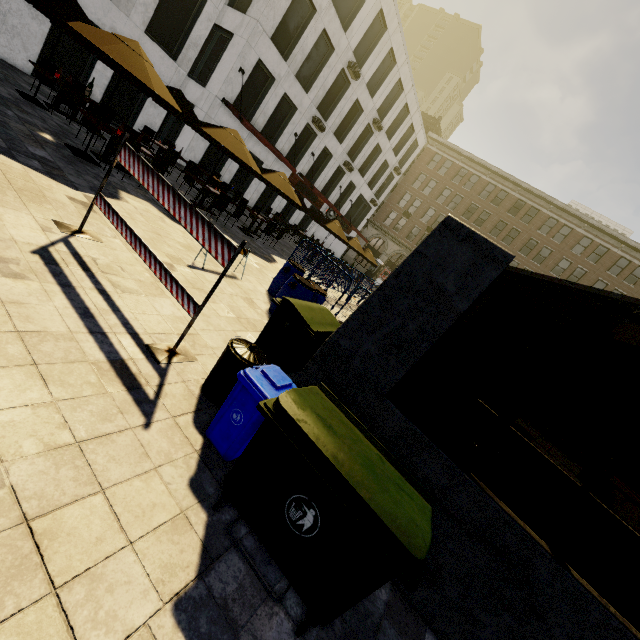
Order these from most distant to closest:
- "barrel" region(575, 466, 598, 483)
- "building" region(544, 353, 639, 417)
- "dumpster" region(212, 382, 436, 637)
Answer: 1. "building" region(544, 353, 639, 417)
2. "barrel" region(575, 466, 598, 483)
3. "dumpster" region(212, 382, 436, 637)

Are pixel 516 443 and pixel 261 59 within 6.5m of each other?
no

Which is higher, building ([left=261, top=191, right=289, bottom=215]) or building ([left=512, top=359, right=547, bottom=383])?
building ([left=512, top=359, right=547, bottom=383])

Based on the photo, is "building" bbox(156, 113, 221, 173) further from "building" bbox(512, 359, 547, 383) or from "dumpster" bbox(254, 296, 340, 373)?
"dumpster" bbox(254, 296, 340, 373)

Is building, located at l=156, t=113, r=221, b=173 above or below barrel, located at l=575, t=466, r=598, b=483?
above

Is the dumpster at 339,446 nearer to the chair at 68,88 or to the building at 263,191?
the chair at 68,88

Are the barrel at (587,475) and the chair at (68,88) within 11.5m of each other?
no

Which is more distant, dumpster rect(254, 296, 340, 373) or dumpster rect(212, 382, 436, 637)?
dumpster rect(254, 296, 340, 373)
